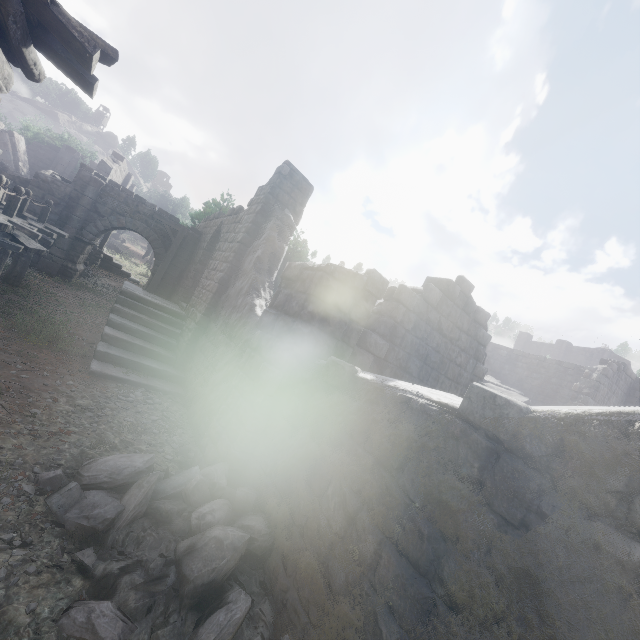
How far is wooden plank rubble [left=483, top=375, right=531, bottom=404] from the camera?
17.5 meters

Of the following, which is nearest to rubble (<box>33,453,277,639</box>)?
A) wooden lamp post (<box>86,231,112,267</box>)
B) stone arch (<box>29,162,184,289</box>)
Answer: stone arch (<box>29,162,184,289</box>)

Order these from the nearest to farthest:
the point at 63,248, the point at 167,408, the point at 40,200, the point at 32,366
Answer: the point at 32,366 → the point at 167,408 → the point at 40,200 → the point at 63,248

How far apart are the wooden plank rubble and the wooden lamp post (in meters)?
22.74

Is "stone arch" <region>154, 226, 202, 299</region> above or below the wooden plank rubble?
below

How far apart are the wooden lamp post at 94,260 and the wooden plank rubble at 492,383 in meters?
22.7

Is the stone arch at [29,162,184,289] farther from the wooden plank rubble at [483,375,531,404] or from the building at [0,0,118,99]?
the wooden plank rubble at [483,375,531,404]

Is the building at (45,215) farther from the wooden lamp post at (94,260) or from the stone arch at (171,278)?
the wooden lamp post at (94,260)
